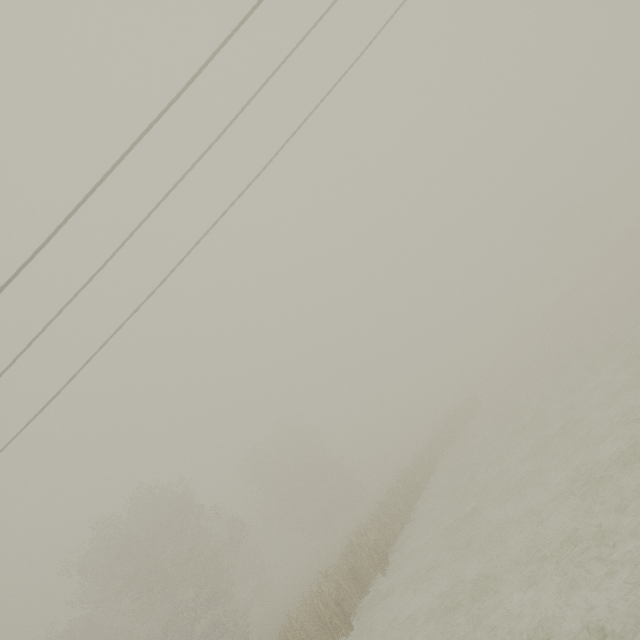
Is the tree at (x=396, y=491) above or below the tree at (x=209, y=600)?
below

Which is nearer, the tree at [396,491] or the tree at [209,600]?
the tree at [396,491]

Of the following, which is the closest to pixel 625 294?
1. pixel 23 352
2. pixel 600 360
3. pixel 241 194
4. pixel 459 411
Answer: pixel 600 360

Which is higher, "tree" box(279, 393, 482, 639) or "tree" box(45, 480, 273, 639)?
"tree" box(45, 480, 273, 639)

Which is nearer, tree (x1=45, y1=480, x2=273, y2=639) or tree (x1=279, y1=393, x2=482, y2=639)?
tree (x1=279, y1=393, x2=482, y2=639)
